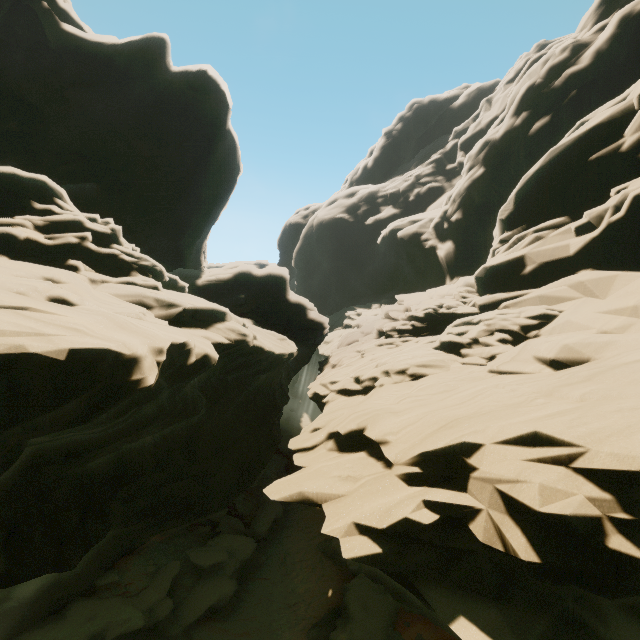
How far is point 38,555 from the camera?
7.84m
